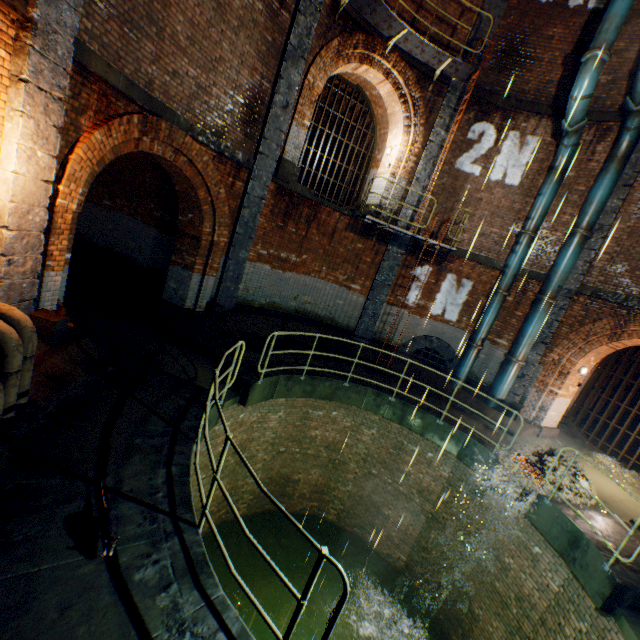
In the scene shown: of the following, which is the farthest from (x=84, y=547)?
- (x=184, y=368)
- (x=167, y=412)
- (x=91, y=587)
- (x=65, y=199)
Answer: (x=65, y=199)

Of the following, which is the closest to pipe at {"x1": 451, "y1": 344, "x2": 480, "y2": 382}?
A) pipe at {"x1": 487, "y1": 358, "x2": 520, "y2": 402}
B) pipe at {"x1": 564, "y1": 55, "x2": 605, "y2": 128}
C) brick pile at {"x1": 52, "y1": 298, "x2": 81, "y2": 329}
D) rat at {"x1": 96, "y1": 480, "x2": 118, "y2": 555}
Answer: pipe at {"x1": 487, "y1": 358, "x2": 520, "y2": 402}

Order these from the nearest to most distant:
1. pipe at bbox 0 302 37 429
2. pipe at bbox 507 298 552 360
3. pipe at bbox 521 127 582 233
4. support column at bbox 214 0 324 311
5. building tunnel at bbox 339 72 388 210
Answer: pipe at bbox 0 302 37 429 < support column at bbox 214 0 324 311 < pipe at bbox 521 127 582 233 < pipe at bbox 507 298 552 360 < building tunnel at bbox 339 72 388 210

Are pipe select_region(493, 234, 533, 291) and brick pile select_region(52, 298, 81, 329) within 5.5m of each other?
no

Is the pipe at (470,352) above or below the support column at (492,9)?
below

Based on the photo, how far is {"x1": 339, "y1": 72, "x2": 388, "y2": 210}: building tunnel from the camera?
12.0m

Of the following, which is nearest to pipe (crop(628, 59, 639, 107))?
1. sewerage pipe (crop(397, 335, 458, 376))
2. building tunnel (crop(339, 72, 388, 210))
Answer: sewerage pipe (crop(397, 335, 458, 376))

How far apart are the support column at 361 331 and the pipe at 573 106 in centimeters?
299cm
